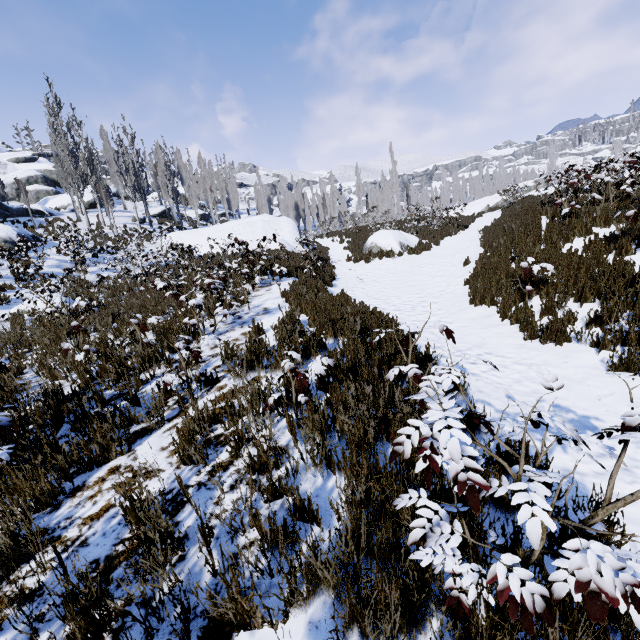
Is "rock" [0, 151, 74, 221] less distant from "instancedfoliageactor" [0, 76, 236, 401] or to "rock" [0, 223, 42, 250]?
"instancedfoliageactor" [0, 76, 236, 401]

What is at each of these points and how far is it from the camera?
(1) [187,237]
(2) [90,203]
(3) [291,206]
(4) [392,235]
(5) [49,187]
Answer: (1) rock, 26.52m
(2) rock, 33.91m
(3) instancedfoliageactor, 55.94m
(4) rock, 16.20m
(5) rock, 37.06m

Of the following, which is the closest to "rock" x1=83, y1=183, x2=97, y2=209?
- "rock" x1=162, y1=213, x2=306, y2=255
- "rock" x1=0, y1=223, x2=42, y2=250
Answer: "rock" x1=162, y1=213, x2=306, y2=255

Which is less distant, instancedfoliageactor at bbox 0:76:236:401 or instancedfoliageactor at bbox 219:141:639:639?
instancedfoliageactor at bbox 219:141:639:639

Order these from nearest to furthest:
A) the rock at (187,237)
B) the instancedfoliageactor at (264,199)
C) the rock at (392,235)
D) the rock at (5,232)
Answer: the rock at (392,235) → the rock at (5,232) → the rock at (187,237) → the instancedfoliageactor at (264,199)

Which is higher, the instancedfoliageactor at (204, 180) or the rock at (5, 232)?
the instancedfoliageactor at (204, 180)

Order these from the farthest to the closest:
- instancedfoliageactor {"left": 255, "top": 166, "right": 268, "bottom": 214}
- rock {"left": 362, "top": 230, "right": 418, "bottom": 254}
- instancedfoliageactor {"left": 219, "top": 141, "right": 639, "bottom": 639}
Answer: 1. instancedfoliageactor {"left": 255, "top": 166, "right": 268, "bottom": 214}
2. rock {"left": 362, "top": 230, "right": 418, "bottom": 254}
3. instancedfoliageactor {"left": 219, "top": 141, "right": 639, "bottom": 639}
